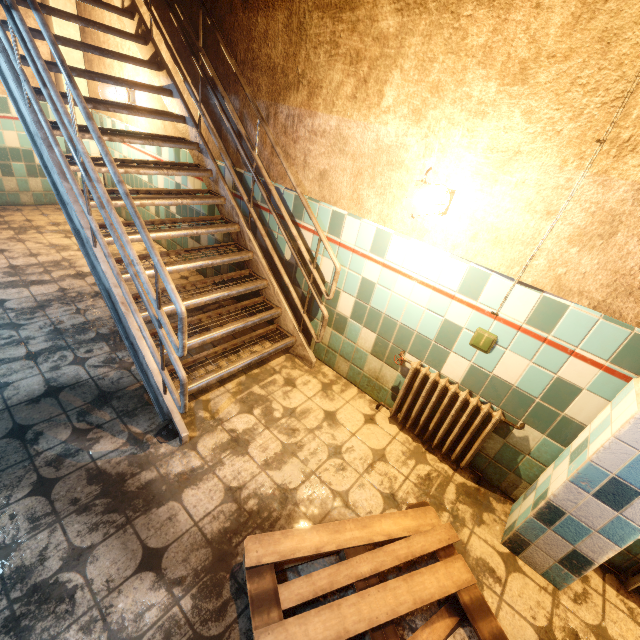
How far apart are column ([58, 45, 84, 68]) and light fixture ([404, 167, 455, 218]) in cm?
552

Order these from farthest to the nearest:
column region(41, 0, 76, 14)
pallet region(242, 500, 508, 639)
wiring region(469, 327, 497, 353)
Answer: column region(41, 0, 76, 14) → wiring region(469, 327, 497, 353) → pallet region(242, 500, 508, 639)

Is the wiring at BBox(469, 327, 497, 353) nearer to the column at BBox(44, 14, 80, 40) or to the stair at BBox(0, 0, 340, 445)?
the stair at BBox(0, 0, 340, 445)

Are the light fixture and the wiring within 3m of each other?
yes

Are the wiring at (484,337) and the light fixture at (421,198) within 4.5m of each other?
yes

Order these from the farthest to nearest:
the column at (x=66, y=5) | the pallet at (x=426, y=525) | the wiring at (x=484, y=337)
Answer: the column at (x=66, y=5) → the wiring at (x=484, y=337) → the pallet at (x=426, y=525)

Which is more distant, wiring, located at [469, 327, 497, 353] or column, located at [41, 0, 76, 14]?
column, located at [41, 0, 76, 14]

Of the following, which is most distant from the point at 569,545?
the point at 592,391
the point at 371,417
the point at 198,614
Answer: the point at 198,614
